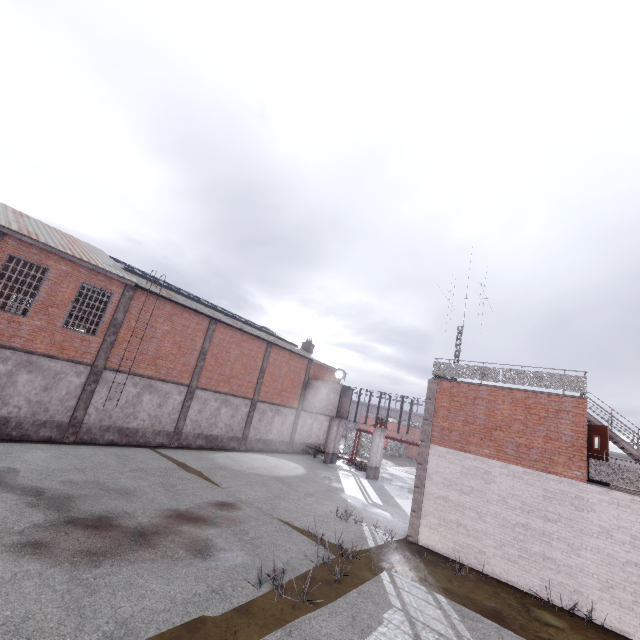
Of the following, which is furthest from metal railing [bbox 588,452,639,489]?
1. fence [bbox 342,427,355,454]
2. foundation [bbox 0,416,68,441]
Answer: foundation [bbox 0,416,68,441]

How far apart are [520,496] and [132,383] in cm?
2031

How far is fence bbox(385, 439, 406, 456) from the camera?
46.94m

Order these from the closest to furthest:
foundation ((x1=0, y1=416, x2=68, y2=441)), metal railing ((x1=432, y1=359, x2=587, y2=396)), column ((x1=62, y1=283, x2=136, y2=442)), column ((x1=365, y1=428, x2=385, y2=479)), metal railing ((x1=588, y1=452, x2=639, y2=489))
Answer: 1. metal railing ((x1=588, y1=452, x2=639, y2=489))
2. metal railing ((x1=432, y1=359, x2=587, y2=396))
3. foundation ((x1=0, y1=416, x2=68, y2=441))
4. column ((x1=62, y1=283, x2=136, y2=442))
5. column ((x1=365, y1=428, x2=385, y2=479))

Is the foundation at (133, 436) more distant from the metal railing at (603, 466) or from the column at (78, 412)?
the metal railing at (603, 466)

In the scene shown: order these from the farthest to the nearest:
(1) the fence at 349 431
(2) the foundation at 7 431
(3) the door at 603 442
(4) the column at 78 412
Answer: (1) the fence at 349 431
(4) the column at 78 412
(2) the foundation at 7 431
(3) the door at 603 442

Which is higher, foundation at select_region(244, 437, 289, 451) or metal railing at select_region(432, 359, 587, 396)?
metal railing at select_region(432, 359, 587, 396)

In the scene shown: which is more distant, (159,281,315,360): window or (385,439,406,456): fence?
(385,439,406,456): fence
